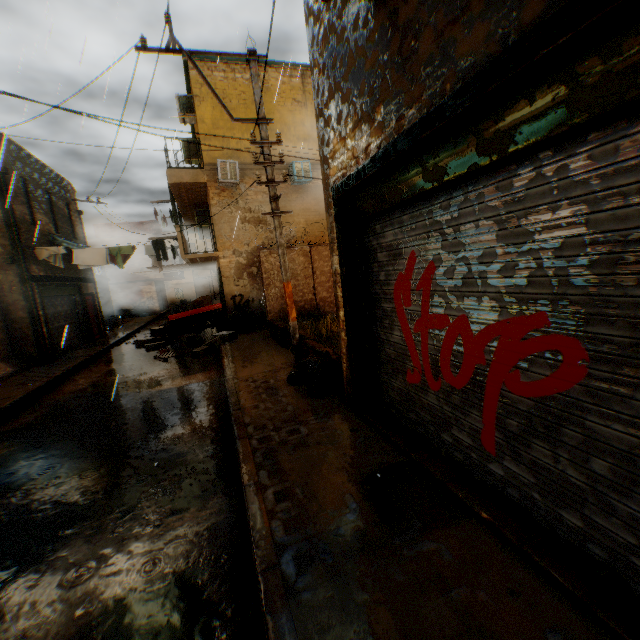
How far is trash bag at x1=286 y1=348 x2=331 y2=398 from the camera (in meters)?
5.76

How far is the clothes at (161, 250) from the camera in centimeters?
1298cm

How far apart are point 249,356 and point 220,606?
7.2m

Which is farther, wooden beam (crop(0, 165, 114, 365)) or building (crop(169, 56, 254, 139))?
building (crop(169, 56, 254, 139))

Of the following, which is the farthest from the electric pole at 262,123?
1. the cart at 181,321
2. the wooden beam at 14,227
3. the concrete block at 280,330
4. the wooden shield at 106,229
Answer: the wooden shield at 106,229

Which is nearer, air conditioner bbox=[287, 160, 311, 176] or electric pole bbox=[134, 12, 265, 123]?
Answer: electric pole bbox=[134, 12, 265, 123]

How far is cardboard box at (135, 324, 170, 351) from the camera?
13.2m

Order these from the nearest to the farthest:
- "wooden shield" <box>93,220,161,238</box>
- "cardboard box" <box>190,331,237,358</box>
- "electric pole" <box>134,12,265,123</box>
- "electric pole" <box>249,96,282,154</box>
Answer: "electric pole" <box>134,12,265,123</box>
"electric pole" <box>249,96,282,154</box>
"cardboard box" <box>190,331,237,358</box>
"wooden shield" <box>93,220,161,238</box>
